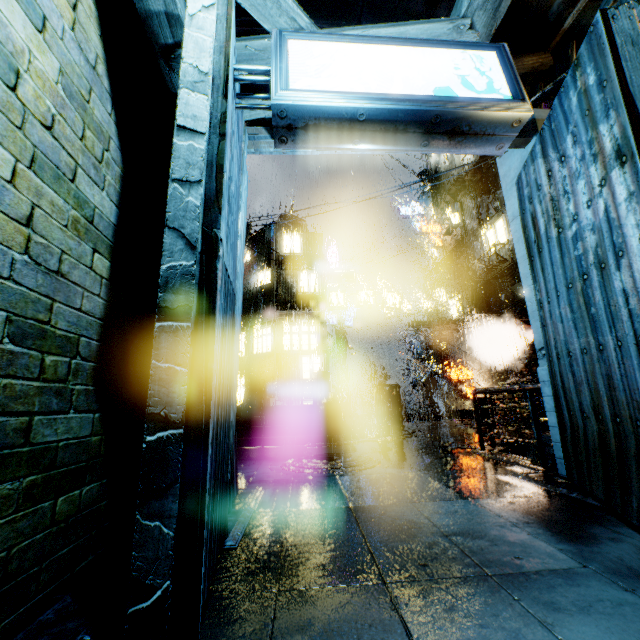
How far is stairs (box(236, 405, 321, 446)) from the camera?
11.8 meters

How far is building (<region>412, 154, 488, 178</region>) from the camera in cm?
2336

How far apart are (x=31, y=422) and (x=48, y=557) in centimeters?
108cm

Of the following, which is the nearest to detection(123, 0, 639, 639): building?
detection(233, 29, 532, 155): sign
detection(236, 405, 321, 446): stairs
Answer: detection(233, 29, 532, 155): sign

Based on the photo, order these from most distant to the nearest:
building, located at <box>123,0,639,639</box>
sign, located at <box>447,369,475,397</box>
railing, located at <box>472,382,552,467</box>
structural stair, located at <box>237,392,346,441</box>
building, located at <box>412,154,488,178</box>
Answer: sign, located at <box>447,369,475,397</box> < building, located at <box>412,154,488,178</box> < structural stair, located at <box>237,392,346,441</box> < railing, located at <box>472,382,552,467</box> < building, located at <box>123,0,639,639</box>

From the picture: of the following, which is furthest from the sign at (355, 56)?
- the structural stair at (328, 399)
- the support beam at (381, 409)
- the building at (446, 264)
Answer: the support beam at (381, 409)

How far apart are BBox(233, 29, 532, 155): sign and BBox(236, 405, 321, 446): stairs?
10.2m

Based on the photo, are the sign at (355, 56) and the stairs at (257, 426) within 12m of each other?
yes
